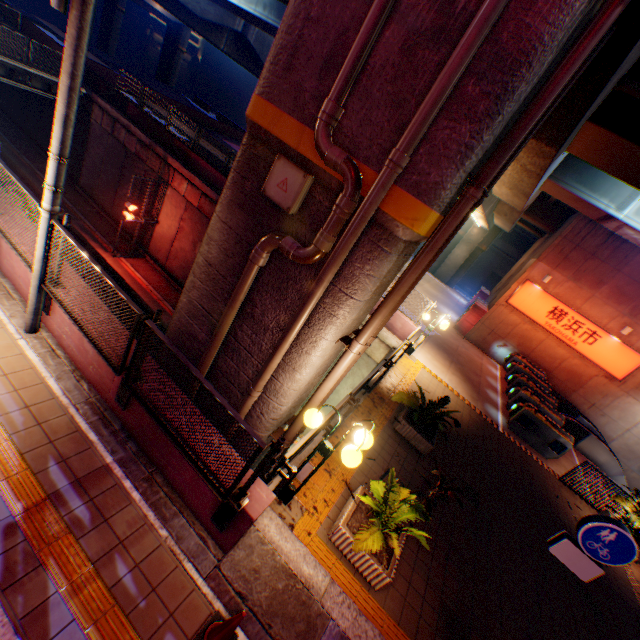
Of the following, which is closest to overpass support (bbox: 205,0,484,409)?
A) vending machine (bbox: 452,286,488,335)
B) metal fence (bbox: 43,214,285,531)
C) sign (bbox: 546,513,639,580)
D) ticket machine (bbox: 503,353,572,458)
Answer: metal fence (bbox: 43,214,285,531)

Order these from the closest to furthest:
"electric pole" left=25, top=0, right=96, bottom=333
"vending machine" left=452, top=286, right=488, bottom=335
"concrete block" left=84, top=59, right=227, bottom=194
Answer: "electric pole" left=25, top=0, right=96, bottom=333 < "concrete block" left=84, top=59, right=227, bottom=194 < "vending machine" left=452, top=286, right=488, bottom=335

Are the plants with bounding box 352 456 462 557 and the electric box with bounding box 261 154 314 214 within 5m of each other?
yes

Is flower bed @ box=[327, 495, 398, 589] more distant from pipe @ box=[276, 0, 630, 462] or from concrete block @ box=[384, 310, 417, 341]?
concrete block @ box=[384, 310, 417, 341]

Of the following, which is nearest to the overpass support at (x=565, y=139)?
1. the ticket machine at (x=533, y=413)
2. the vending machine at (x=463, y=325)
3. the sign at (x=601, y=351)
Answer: the sign at (x=601, y=351)

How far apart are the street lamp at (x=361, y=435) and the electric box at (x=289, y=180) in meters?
2.8 m

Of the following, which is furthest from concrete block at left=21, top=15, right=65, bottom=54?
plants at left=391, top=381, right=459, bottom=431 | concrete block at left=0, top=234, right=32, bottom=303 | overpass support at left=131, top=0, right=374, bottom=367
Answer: concrete block at left=0, top=234, right=32, bottom=303

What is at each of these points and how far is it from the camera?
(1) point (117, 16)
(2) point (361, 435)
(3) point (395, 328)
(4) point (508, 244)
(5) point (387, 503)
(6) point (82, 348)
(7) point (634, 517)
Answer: (1) overpass support, 48.34m
(2) street lamp, 4.59m
(3) concrete block, 13.81m
(4) building, 38.97m
(5) plants, 4.91m
(6) concrete block, 5.31m
(7) plants, 9.54m
